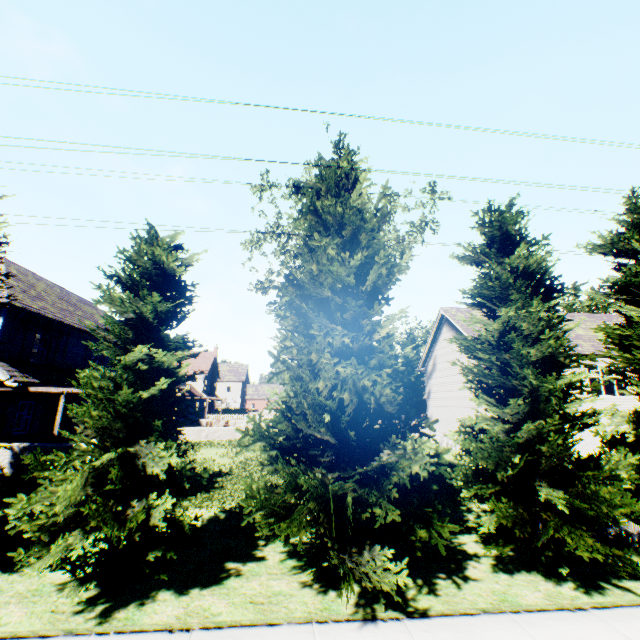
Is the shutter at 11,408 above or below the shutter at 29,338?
below

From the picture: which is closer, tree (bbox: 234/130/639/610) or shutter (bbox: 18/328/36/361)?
tree (bbox: 234/130/639/610)

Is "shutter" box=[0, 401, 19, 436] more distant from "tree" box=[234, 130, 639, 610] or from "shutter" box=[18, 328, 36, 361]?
"tree" box=[234, 130, 639, 610]

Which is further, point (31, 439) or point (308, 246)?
point (31, 439)

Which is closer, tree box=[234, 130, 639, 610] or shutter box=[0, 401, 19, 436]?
tree box=[234, 130, 639, 610]

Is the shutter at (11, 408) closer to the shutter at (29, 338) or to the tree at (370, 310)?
the shutter at (29, 338)
